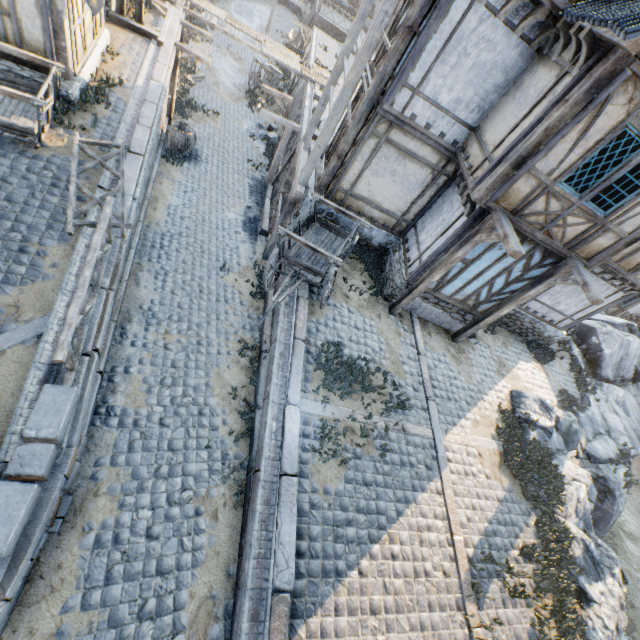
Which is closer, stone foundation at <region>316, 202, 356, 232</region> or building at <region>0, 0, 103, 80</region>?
building at <region>0, 0, 103, 80</region>

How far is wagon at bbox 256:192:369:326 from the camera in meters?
7.9

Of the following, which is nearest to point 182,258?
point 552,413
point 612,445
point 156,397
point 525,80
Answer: point 156,397

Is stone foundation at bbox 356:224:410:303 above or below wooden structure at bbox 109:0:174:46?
above

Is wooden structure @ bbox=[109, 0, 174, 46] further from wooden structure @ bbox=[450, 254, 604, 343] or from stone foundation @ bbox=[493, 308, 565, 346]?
wooden structure @ bbox=[450, 254, 604, 343]

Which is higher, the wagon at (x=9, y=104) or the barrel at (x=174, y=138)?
the wagon at (x=9, y=104)

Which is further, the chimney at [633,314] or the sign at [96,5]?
the chimney at [633,314]

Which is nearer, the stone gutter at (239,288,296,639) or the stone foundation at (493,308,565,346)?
the stone gutter at (239,288,296,639)
